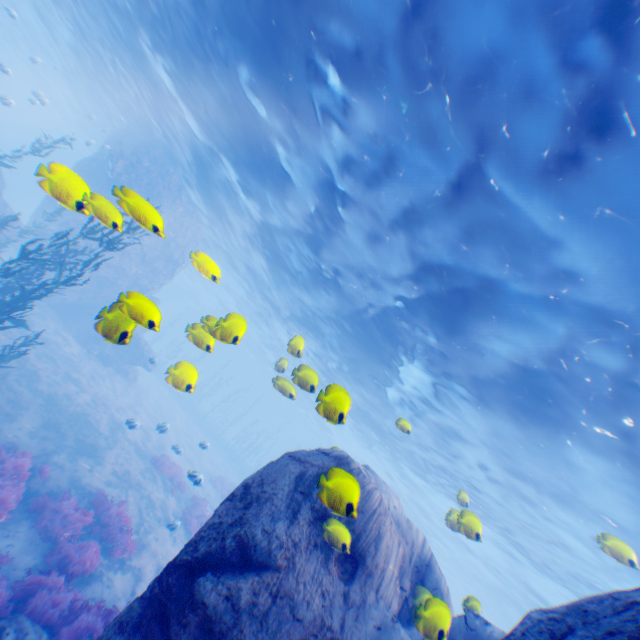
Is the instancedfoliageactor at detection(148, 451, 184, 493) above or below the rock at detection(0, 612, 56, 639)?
above

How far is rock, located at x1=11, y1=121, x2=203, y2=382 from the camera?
4.13m

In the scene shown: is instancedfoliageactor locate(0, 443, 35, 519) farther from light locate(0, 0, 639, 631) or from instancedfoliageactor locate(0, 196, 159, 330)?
light locate(0, 0, 639, 631)

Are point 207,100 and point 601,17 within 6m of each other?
no

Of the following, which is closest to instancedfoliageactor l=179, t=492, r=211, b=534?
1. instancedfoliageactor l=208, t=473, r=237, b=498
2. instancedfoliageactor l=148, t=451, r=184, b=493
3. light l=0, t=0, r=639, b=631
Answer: instancedfoliageactor l=148, t=451, r=184, b=493

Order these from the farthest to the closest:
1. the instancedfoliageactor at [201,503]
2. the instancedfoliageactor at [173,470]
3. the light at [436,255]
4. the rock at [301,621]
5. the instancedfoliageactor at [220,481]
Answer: the instancedfoliageactor at [220,481]
the instancedfoliageactor at [173,470]
the instancedfoliageactor at [201,503]
the light at [436,255]
the rock at [301,621]

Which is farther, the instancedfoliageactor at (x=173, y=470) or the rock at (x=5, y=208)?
the rock at (x=5, y=208)

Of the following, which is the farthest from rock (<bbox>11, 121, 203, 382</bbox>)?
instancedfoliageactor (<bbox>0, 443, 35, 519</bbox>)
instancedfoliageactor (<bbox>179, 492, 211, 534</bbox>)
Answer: instancedfoliageactor (<bbox>179, 492, 211, 534</bbox>)
